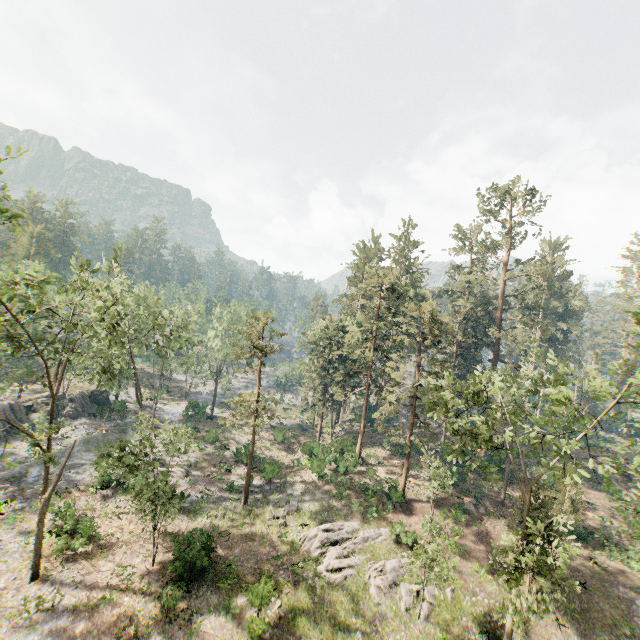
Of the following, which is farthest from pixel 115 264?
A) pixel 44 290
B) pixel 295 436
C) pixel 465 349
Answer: pixel 465 349

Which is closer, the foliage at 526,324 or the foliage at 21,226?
the foliage at 21,226

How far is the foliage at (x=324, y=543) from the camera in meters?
23.7 m

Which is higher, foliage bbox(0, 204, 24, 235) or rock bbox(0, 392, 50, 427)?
foliage bbox(0, 204, 24, 235)

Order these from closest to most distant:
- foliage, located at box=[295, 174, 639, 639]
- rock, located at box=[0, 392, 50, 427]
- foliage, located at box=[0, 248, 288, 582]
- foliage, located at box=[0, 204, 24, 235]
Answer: foliage, located at box=[0, 204, 24, 235] → foliage, located at box=[295, 174, 639, 639] → foliage, located at box=[0, 248, 288, 582] → rock, located at box=[0, 392, 50, 427]

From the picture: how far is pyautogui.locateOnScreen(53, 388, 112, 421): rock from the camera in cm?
4297

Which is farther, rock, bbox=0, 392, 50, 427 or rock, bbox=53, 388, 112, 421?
rock, bbox=53, 388, 112, 421
